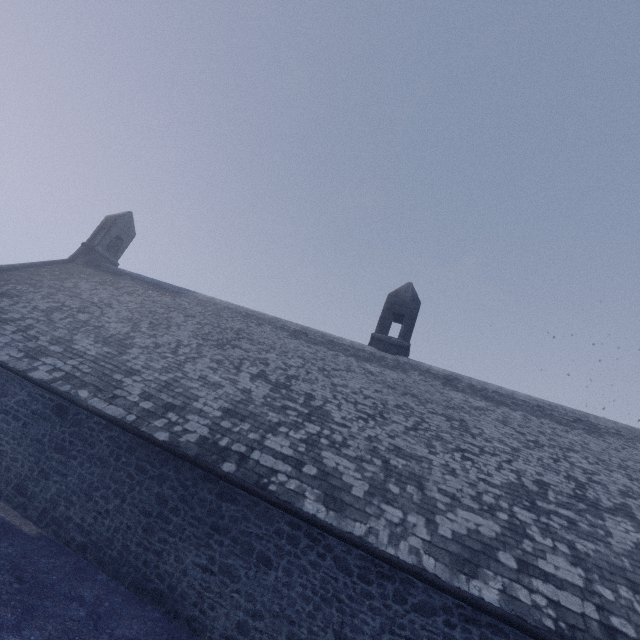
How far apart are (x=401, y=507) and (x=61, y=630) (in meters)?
6.57
